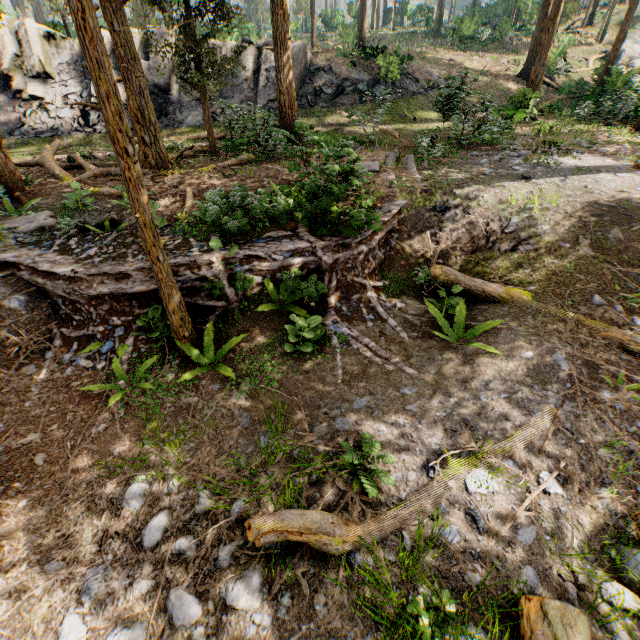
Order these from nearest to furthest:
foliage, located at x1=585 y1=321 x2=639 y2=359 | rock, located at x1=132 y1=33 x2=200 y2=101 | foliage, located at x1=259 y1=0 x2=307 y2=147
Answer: foliage, located at x1=585 y1=321 x2=639 y2=359 → foliage, located at x1=259 y1=0 x2=307 y2=147 → rock, located at x1=132 y1=33 x2=200 y2=101

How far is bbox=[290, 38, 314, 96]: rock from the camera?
21.1 meters

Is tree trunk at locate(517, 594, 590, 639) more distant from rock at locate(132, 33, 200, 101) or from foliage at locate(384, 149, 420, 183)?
rock at locate(132, 33, 200, 101)

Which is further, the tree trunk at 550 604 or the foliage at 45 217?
the foliage at 45 217

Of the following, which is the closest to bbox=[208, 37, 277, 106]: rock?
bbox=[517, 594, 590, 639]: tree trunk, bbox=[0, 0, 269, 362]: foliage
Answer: A: bbox=[0, 0, 269, 362]: foliage

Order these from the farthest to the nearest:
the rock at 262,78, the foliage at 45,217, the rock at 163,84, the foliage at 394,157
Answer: the rock at 262,78
the rock at 163,84
the foliage at 394,157
the foliage at 45,217

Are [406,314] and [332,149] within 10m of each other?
yes

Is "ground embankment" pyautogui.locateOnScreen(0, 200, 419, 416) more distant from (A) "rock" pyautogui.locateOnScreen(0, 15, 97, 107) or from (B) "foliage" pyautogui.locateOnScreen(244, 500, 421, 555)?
(A) "rock" pyautogui.locateOnScreen(0, 15, 97, 107)
